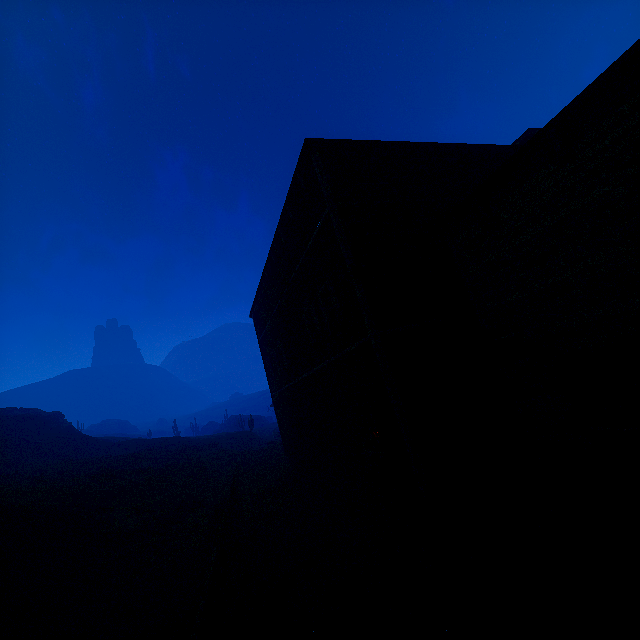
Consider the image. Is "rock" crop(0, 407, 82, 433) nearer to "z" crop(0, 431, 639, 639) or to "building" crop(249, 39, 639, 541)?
"z" crop(0, 431, 639, 639)

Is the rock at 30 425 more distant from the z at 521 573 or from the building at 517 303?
the building at 517 303

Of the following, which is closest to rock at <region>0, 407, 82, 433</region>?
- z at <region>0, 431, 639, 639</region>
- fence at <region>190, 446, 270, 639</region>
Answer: z at <region>0, 431, 639, 639</region>

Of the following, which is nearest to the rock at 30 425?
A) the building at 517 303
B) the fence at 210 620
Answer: the building at 517 303

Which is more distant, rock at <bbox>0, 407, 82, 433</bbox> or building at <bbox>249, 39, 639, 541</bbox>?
rock at <bbox>0, 407, 82, 433</bbox>

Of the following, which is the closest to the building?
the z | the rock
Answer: the z

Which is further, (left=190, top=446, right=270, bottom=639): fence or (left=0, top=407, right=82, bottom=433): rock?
(left=0, top=407, right=82, bottom=433): rock

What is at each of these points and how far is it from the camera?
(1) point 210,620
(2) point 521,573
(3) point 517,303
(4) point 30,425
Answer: (1) fence, 5.9 meters
(2) z, 5.6 meters
(3) building, 6.8 meters
(4) rock, 40.0 meters
